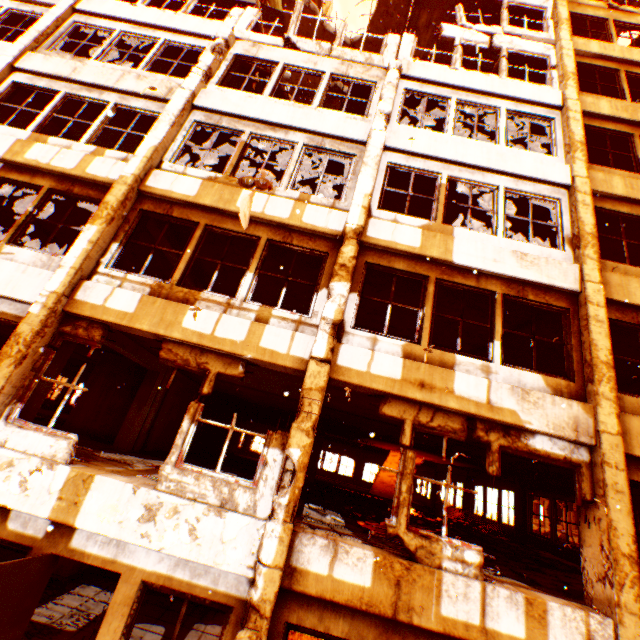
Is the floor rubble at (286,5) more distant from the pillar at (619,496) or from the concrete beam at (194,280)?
the concrete beam at (194,280)

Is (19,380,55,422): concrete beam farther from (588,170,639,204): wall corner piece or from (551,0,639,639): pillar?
(588,170,639,204): wall corner piece

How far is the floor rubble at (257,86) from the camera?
10.50m

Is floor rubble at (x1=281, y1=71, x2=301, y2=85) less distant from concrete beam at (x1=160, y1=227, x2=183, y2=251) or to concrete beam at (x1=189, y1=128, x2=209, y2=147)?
concrete beam at (x1=189, y1=128, x2=209, y2=147)

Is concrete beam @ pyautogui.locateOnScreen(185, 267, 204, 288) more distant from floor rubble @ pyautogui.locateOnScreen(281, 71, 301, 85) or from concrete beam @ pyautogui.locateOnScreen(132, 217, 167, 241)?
floor rubble @ pyautogui.locateOnScreen(281, 71, 301, 85)

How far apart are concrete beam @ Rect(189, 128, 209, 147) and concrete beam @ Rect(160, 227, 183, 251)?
2.67m

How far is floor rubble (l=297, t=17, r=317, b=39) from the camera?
13.0m

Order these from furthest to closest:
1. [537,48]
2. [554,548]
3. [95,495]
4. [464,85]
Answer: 1. [554,548]
2. [537,48]
3. [464,85]
4. [95,495]
